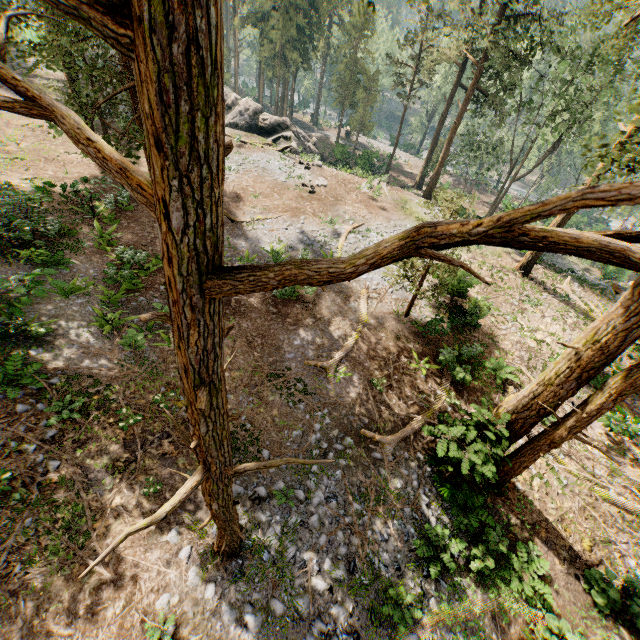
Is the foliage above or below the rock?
above

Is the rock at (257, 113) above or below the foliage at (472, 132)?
below

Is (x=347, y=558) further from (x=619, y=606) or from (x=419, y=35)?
(x=419, y=35)

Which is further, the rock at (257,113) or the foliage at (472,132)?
the rock at (257,113)

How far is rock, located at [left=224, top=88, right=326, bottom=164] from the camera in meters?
32.6

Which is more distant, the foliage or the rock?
the rock
